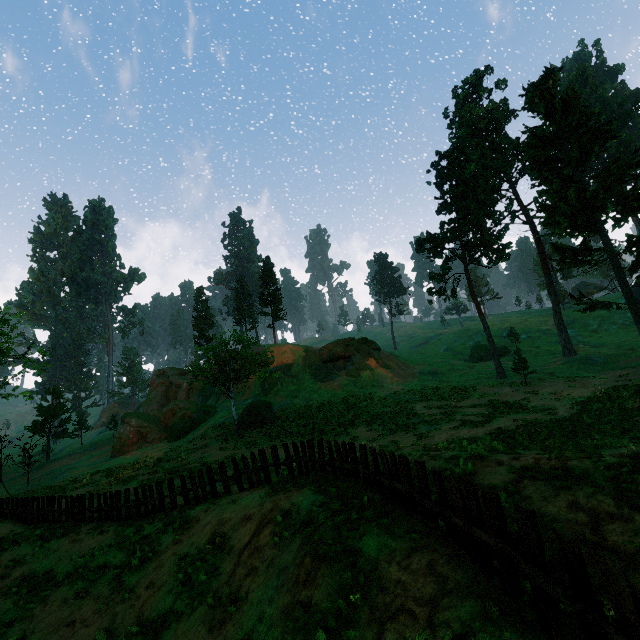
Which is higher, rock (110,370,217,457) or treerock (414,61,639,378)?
treerock (414,61,639,378)

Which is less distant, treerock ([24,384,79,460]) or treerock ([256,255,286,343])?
treerock ([24,384,79,460])

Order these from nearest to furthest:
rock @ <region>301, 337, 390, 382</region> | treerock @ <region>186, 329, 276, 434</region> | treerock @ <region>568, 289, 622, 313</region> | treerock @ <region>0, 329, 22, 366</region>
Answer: treerock @ <region>0, 329, 22, 366</region>, treerock @ <region>186, 329, 276, 434</region>, treerock @ <region>568, 289, 622, 313</region>, rock @ <region>301, 337, 390, 382</region>

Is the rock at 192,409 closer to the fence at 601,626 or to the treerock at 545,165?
the treerock at 545,165

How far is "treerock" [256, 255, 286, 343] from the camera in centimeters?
5656cm

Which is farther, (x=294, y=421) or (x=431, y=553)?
(x=294, y=421)

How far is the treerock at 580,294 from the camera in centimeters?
3198cm
